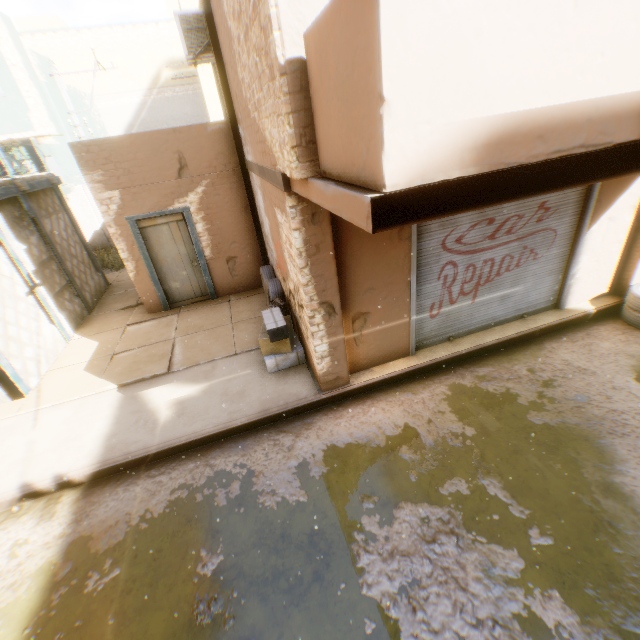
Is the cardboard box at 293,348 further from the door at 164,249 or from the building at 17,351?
the door at 164,249

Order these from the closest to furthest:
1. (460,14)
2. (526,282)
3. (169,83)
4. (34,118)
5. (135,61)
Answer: (460,14) < (526,282) < (34,118) < (135,61) < (169,83)

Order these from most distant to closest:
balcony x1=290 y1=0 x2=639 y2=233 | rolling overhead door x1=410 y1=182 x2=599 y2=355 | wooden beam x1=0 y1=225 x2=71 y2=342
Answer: wooden beam x1=0 y1=225 x2=71 y2=342 → rolling overhead door x1=410 y1=182 x2=599 y2=355 → balcony x1=290 y1=0 x2=639 y2=233

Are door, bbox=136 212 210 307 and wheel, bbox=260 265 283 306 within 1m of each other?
yes

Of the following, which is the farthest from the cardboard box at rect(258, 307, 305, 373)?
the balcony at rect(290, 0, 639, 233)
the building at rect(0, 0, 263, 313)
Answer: the balcony at rect(290, 0, 639, 233)

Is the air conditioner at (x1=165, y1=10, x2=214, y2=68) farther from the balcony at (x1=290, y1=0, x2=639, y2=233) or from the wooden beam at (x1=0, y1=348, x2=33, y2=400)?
the wooden beam at (x1=0, y1=348, x2=33, y2=400)

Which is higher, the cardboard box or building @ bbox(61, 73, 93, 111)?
building @ bbox(61, 73, 93, 111)

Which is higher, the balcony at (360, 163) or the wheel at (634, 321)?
the balcony at (360, 163)
